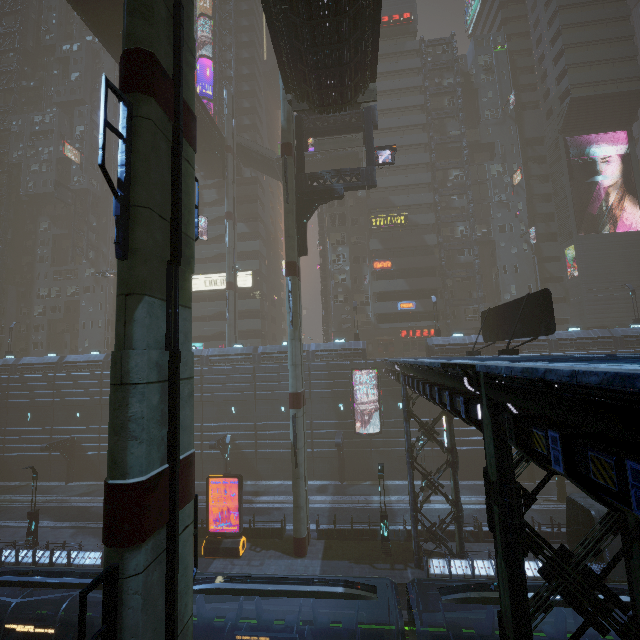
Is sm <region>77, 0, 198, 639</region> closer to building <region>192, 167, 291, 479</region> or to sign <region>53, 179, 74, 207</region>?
building <region>192, 167, 291, 479</region>

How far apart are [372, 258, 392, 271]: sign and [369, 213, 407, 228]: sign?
4.34m

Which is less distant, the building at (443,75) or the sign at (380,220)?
the sign at (380,220)

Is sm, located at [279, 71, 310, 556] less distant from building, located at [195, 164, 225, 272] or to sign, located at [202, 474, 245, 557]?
building, located at [195, 164, 225, 272]

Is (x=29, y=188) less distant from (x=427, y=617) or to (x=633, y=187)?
(x=427, y=617)

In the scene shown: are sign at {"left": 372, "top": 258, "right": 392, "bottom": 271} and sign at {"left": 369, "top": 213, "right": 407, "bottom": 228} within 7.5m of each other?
yes

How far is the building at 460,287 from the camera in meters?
45.7 m

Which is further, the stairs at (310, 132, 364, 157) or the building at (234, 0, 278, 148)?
the building at (234, 0, 278, 148)
